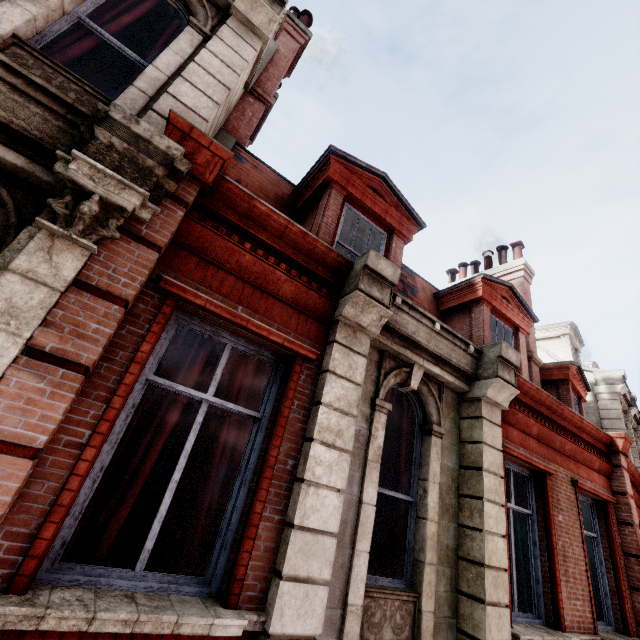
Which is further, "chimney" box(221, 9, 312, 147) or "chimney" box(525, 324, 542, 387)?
"chimney" box(525, 324, 542, 387)

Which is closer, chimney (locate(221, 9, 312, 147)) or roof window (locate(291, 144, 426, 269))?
roof window (locate(291, 144, 426, 269))

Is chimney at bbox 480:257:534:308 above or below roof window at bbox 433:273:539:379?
above

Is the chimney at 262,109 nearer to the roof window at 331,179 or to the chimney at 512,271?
the roof window at 331,179

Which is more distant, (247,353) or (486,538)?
(486,538)

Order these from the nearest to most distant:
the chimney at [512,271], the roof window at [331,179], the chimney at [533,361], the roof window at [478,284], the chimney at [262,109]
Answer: the roof window at [331,179]
the chimney at [262,109]
the roof window at [478,284]
the chimney at [533,361]
the chimney at [512,271]

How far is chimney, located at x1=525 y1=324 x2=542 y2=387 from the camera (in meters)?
9.29

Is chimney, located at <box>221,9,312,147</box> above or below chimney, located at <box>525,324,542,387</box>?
above
